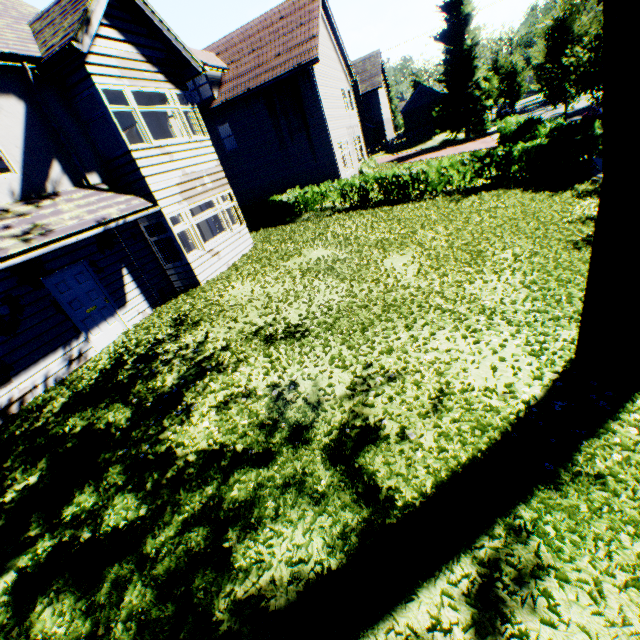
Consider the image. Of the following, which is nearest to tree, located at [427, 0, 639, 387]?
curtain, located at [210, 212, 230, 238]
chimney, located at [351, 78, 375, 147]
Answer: chimney, located at [351, 78, 375, 147]

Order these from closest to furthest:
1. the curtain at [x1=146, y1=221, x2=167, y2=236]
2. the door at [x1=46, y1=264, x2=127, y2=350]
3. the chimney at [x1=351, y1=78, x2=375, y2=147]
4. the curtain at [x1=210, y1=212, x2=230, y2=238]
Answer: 1. the door at [x1=46, y1=264, x2=127, y2=350]
2. the curtain at [x1=146, y1=221, x2=167, y2=236]
3. the curtain at [x1=210, y1=212, x2=230, y2=238]
4. the chimney at [x1=351, y1=78, x2=375, y2=147]

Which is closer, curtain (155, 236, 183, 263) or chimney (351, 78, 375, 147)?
curtain (155, 236, 183, 263)

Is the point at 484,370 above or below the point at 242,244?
below

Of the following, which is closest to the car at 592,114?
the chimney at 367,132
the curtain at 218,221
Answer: the curtain at 218,221

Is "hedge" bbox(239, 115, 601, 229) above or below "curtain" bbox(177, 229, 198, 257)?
below

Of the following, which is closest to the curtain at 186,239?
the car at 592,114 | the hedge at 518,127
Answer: the hedge at 518,127
